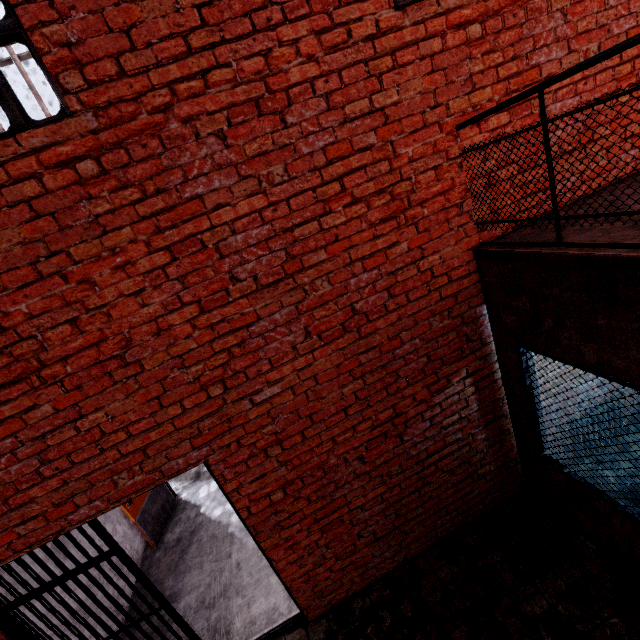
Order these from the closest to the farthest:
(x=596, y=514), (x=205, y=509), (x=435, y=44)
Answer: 1. (x=435, y=44)
2. (x=596, y=514)
3. (x=205, y=509)

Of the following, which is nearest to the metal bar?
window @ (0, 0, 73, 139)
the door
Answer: the door

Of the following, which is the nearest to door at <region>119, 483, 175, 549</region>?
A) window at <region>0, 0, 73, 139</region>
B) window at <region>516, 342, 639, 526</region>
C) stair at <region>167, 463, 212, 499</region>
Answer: stair at <region>167, 463, 212, 499</region>

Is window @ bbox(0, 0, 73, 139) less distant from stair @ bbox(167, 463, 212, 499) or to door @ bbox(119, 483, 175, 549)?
door @ bbox(119, 483, 175, 549)

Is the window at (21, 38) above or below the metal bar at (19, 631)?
above

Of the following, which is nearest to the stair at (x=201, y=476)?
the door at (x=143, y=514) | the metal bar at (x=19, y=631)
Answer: the door at (x=143, y=514)

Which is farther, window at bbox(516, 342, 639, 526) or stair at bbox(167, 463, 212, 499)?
stair at bbox(167, 463, 212, 499)

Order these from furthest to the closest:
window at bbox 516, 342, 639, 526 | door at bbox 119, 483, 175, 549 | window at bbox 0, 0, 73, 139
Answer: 1. door at bbox 119, 483, 175, 549
2. window at bbox 516, 342, 639, 526
3. window at bbox 0, 0, 73, 139
